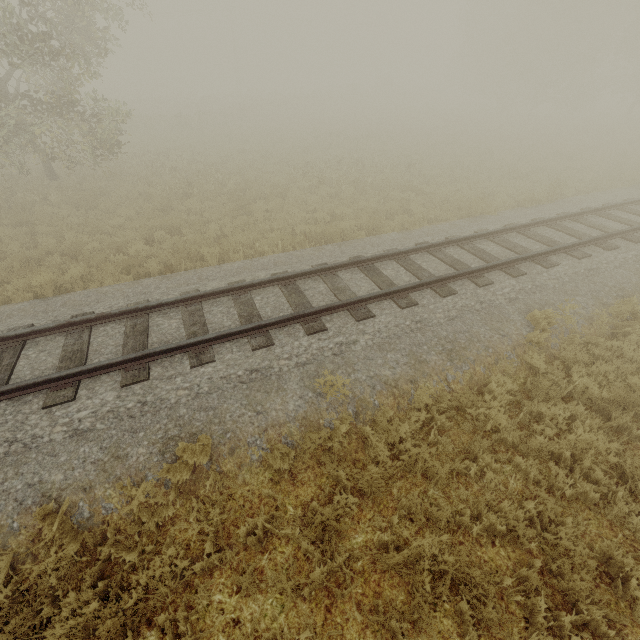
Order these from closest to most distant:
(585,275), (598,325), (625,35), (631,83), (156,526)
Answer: (156,526), (598,325), (585,275), (625,35), (631,83)
